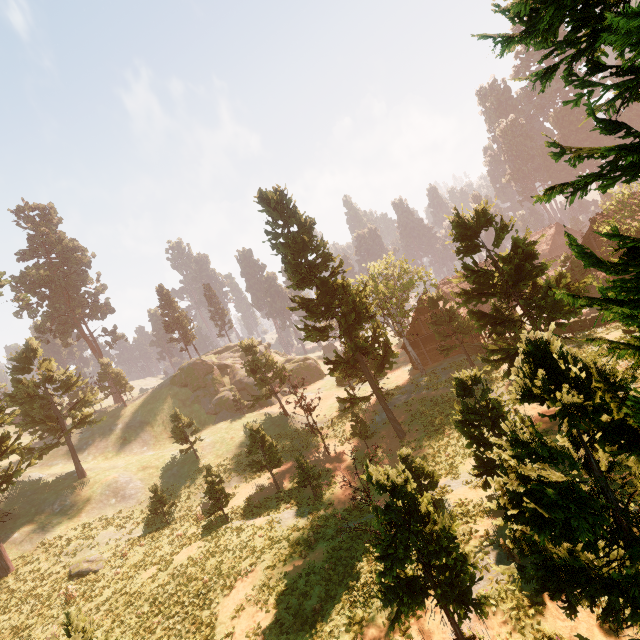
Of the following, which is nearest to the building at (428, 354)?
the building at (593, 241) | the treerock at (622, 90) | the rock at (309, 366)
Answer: the treerock at (622, 90)

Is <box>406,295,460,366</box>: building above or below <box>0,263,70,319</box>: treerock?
below

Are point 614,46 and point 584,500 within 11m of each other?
yes

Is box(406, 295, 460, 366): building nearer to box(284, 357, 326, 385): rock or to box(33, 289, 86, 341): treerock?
box(33, 289, 86, 341): treerock

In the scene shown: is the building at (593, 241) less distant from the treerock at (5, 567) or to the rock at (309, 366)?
the treerock at (5, 567)

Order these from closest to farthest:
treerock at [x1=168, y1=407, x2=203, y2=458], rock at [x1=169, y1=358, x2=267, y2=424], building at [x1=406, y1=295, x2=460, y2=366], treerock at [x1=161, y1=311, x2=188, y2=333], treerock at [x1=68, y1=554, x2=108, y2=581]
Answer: treerock at [x1=68, y1=554, x2=108, y2=581]
treerock at [x1=168, y1=407, x2=203, y2=458]
building at [x1=406, y1=295, x2=460, y2=366]
rock at [x1=169, y1=358, x2=267, y2=424]
treerock at [x1=161, y1=311, x2=188, y2=333]

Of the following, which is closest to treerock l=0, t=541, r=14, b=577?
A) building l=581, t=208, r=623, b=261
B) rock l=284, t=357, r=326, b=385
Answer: building l=581, t=208, r=623, b=261

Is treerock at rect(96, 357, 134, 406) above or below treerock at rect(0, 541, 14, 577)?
above
